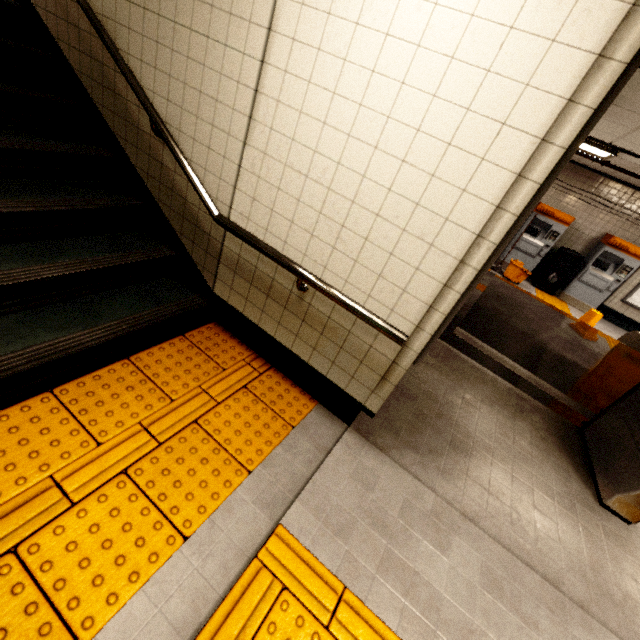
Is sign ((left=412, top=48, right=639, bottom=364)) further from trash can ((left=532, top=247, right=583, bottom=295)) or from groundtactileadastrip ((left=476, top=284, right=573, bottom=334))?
trash can ((left=532, top=247, right=583, bottom=295))

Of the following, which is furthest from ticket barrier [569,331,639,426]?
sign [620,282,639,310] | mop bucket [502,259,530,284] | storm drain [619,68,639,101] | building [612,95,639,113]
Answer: sign [620,282,639,310]

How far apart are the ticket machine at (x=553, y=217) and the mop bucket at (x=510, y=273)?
0.7m

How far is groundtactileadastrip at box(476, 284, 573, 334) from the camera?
6.53m

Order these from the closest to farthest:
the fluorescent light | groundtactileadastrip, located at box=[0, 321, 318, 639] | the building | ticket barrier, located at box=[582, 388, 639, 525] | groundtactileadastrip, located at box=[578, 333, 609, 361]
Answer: groundtactileadastrip, located at box=[0, 321, 318, 639] < ticket barrier, located at box=[582, 388, 639, 525] < the building < the fluorescent light < groundtactileadastrip, located at box=[578, 333, 609, 361]

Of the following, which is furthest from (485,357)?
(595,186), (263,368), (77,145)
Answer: (595,186)

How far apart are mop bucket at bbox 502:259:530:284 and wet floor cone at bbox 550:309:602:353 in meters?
2.5

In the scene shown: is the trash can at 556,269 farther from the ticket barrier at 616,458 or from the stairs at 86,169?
the stairs at 86,169
